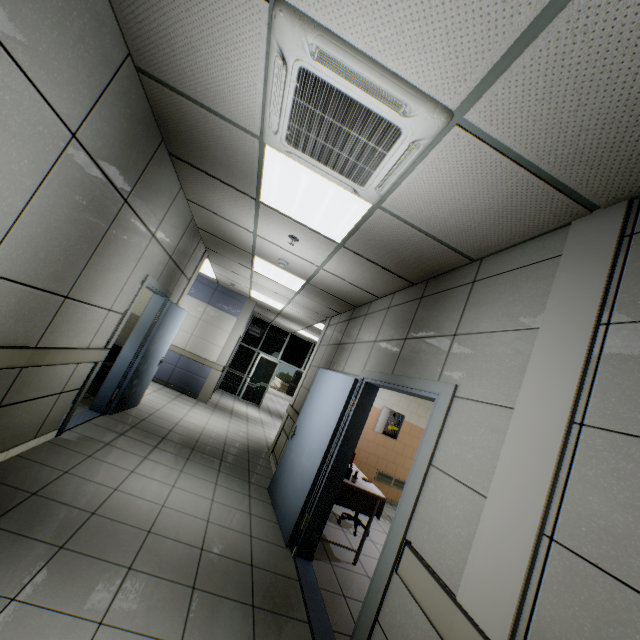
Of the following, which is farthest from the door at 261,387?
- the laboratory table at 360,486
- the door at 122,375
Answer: the laboratory table at 360,486

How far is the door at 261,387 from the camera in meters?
12.4 m

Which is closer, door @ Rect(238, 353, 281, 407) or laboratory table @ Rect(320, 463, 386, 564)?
laboratory table @ Rect(320, 463, 386, 564)

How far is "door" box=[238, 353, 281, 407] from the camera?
12.4m

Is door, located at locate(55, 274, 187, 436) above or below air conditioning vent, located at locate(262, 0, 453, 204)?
below

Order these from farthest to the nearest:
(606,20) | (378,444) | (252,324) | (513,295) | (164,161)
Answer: (252,324) < (378,444) < (164,161) < (513,295) < (606,20)

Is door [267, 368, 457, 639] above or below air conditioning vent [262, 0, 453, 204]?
below

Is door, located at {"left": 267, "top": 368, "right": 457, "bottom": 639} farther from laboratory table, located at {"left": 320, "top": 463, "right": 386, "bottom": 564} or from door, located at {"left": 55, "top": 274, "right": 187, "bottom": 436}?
door, located at {"left": 55, "top": 274, "right": 187, "bottom": 436}
